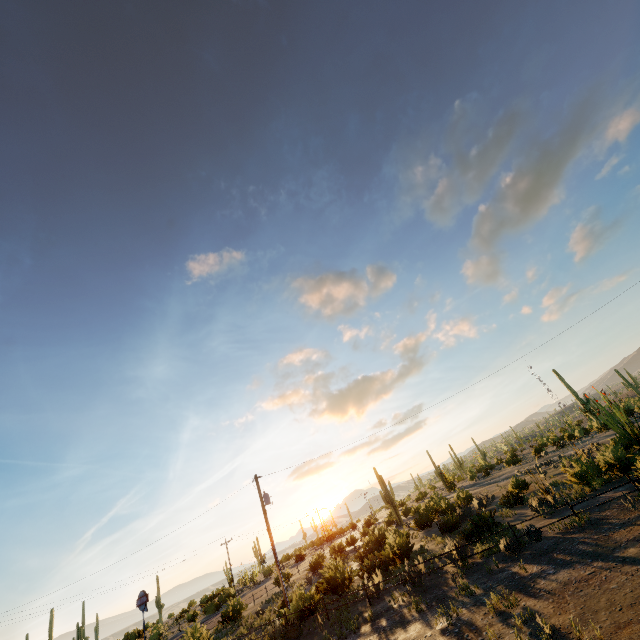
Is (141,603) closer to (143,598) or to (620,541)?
(143,598)
